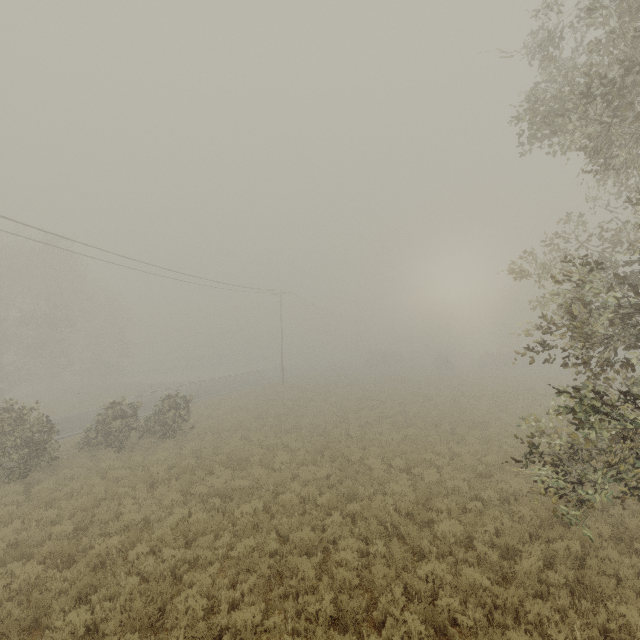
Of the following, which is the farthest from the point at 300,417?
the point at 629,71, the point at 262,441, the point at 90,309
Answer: the point at 90,309
